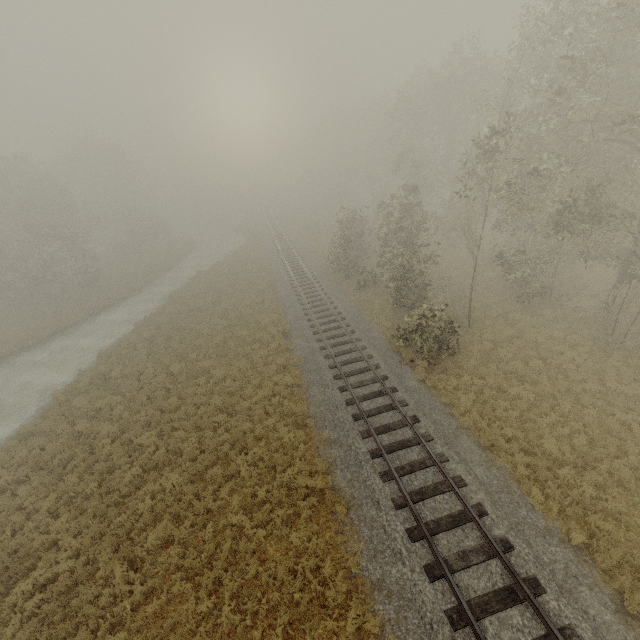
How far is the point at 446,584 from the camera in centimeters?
816cm
